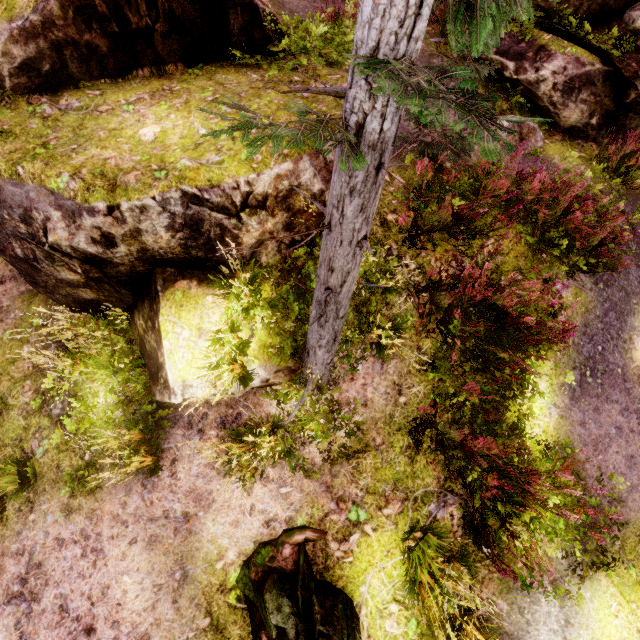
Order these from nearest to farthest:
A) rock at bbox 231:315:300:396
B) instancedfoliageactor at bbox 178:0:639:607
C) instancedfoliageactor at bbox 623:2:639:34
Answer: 1. instancedfoliageactor at bbox 178:0:639:607
2. rock at bbox 231:315:300:396
3. instancedfoliageactor at bbox 623:2:639:34

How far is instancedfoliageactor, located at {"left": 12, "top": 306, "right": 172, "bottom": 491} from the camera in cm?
403

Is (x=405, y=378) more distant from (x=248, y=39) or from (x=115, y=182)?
(x=248, y=39)

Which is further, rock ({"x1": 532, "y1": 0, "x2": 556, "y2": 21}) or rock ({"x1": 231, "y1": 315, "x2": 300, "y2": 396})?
rock ({"x1": 532, "y1": 0, "x2": 556, "y2": 21})

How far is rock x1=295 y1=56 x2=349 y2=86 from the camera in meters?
4.2

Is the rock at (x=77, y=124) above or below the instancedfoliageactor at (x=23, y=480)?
above

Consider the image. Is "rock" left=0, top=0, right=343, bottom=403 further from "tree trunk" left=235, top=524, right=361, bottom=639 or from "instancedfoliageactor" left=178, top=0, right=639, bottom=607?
"tree trunk" left=235, top=524, right=361, bottom=639

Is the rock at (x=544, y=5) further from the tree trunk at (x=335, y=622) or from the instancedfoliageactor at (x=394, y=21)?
the tree trunk at (x=335, y=622)
